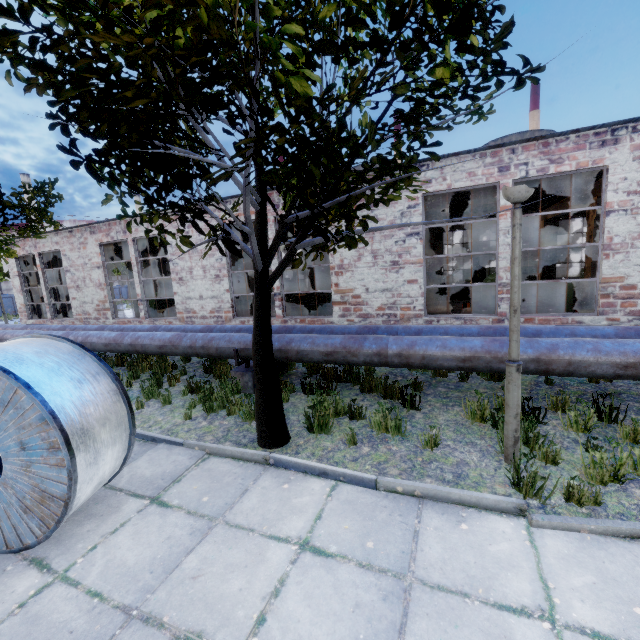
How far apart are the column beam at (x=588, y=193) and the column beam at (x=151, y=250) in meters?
17.3

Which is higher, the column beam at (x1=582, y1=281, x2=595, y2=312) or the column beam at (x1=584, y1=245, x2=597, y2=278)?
the column beam at (x1=584, y1=245, x2=597, y2=278)

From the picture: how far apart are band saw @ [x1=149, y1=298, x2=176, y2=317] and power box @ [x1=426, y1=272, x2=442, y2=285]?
13.6m

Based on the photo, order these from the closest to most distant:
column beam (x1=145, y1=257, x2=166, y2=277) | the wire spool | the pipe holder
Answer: the wire spool < the pipe holder < column beam (x1=145, y1=257, x2=166, y2=277)

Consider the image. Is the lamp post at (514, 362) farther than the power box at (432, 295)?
No

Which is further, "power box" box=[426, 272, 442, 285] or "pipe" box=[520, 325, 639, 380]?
"power box" box=[426, 272, 442, 285]

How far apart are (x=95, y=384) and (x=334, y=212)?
4.14m

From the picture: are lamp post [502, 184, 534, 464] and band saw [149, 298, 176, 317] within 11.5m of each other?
no
